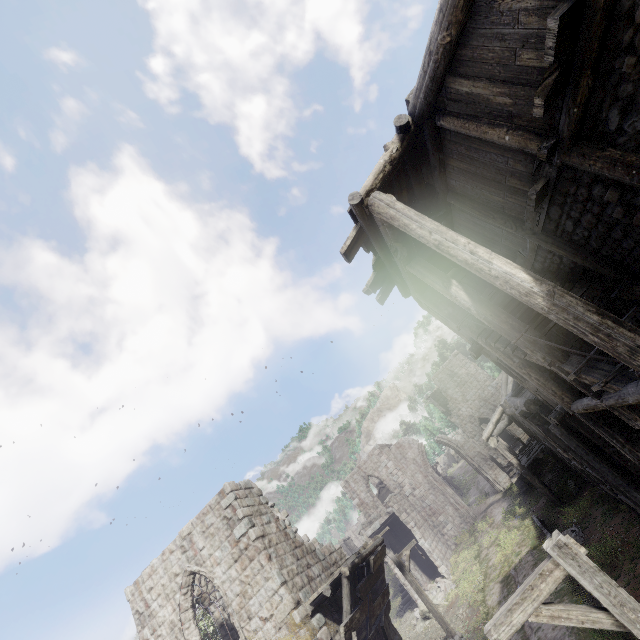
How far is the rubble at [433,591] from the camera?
21.64m

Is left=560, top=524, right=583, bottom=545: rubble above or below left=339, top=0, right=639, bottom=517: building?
below

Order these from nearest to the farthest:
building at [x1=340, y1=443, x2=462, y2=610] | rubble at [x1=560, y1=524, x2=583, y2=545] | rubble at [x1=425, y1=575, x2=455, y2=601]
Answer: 1. rubble at [x1=560, y1=524, x2=583, y2=545]
2. rubble at [x1=425, y1=575, x2=455, y2=601]
3. building at [x1=340, y1=443, x2=462, y2=610]

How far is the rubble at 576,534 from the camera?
14.2 meters

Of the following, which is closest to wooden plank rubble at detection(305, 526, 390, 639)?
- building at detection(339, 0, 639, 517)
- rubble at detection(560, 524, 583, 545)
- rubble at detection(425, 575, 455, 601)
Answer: building at detection(339, 0, 639, 517)

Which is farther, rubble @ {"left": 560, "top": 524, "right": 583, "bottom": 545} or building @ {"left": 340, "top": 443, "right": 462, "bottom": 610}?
building @ {"left": 340, "top": 443, "right": 462, "bottom": 610}

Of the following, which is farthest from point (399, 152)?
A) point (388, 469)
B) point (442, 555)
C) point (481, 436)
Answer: point (388, 469)

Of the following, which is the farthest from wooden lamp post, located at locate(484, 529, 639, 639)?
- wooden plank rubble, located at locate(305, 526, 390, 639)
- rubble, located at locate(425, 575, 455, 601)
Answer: rubble, located at locate(425, 575, 455, 601)
